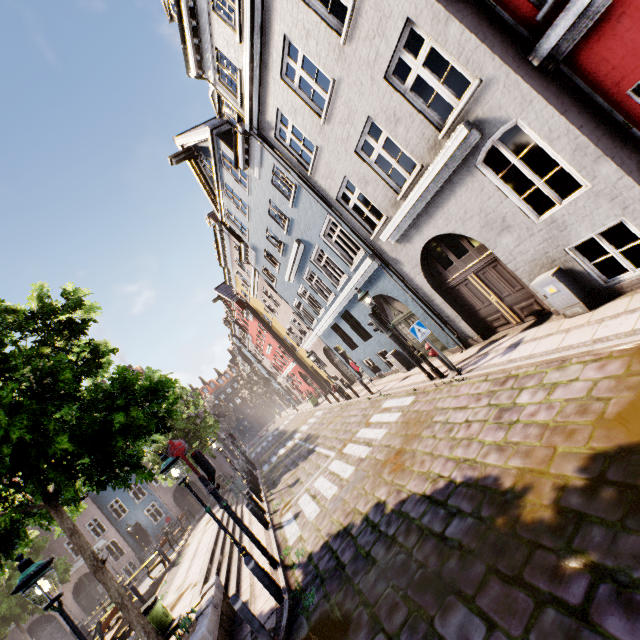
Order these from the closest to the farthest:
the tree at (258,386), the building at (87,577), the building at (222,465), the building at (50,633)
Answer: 1. the building at (50,633)
2. the building at (87,577)
3. the building at (222,465)
4. the tree at (258,386)

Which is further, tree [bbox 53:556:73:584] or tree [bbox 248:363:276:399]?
tree [bbox 248:363:276:399]

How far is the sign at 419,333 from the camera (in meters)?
8.96

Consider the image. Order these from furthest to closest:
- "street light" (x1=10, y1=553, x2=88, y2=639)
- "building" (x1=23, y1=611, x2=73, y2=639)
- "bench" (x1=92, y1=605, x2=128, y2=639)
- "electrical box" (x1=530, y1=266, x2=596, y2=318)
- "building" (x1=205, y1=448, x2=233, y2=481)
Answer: "building" (x1=205, y1=448, x2=233, y2=481) < "building" (x1=23, y1=611, x2=73, y2=639) < "bench" (x1=92, y1=605, x2=128, y2=639) < "electrical box" (x1=530, y1=266, x2=596, y2=318) < "street light" (x1=10, y1=553, x2=88, y2=639)

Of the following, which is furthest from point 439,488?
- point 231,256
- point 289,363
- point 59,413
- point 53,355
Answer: point 289,363

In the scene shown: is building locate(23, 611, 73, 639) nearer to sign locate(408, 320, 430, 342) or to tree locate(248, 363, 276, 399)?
tree locate(248, 363, 276, 399)

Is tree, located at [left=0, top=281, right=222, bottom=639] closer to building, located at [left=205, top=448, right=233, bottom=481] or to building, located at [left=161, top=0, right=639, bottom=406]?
building, located at [left=161, top=0, right=639, bottom=406]

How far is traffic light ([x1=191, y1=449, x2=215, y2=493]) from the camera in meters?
8.2
